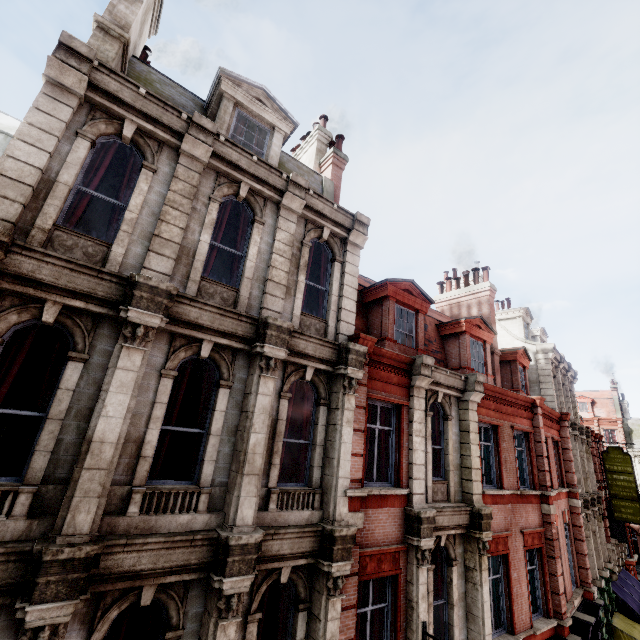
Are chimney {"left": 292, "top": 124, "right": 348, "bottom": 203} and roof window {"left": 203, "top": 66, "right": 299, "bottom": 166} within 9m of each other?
yes

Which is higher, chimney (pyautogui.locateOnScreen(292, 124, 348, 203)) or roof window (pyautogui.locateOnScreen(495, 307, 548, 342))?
chimney (pyautogui.locateOnScreen(292, 124, 348, 203))

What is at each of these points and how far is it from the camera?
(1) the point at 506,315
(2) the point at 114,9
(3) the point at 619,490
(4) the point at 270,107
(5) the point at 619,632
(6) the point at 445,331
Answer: (1) roof window, 21.6m
(2) chimney, 7.6m
(3) sign, 20.5m
(4) roof window, 9.6m
(5) awning, 16.9m
(6) roof window, 14.0m

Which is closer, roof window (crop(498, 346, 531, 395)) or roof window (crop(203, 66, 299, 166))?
roof window (crop(203, 66, 299, 166))

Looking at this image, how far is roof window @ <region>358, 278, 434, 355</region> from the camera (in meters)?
10.77

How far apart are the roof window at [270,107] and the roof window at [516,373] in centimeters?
1410cm

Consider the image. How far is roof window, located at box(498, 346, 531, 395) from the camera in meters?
16.2 m

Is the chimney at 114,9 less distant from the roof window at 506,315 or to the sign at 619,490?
the roof window at 506,315
